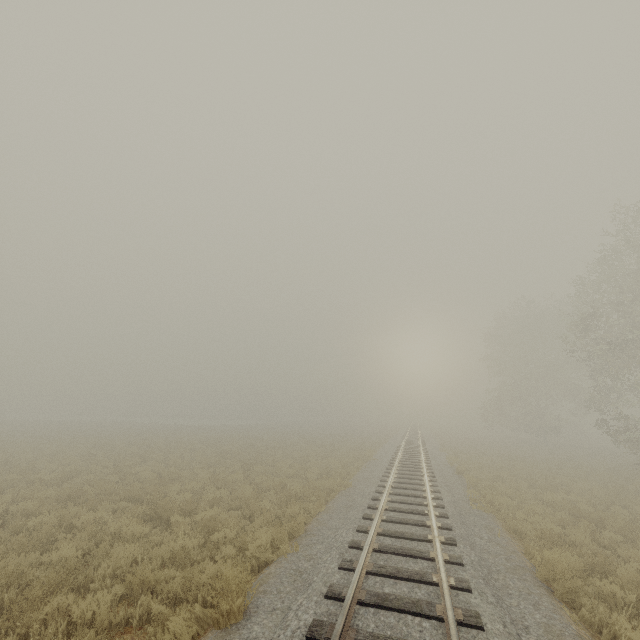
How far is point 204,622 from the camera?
5.54m
